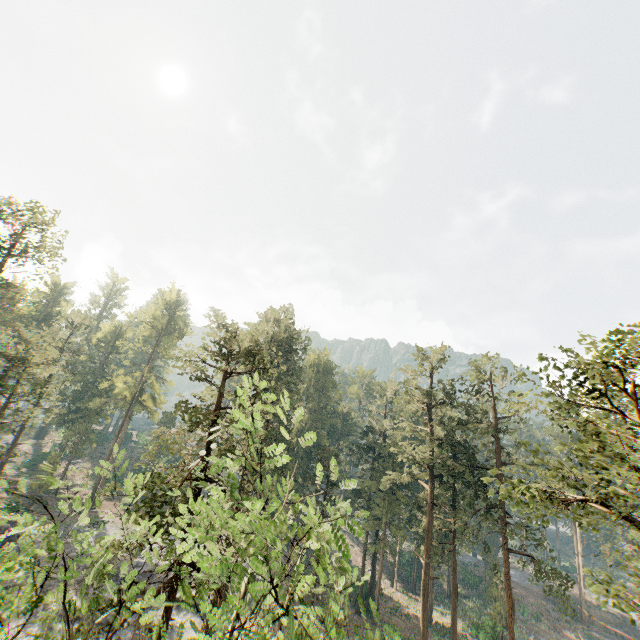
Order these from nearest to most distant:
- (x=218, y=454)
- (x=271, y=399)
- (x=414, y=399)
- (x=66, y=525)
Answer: (x=271, y=399)
(x=218, y=454)
(x=414, y=399)
(x=66, y=525)

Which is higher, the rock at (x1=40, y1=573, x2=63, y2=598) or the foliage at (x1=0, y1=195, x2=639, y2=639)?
the foliage at (x1=0, y1=195, x2=639, y2=639)

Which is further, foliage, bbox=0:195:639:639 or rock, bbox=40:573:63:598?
rock, bbox=40:573:63:598

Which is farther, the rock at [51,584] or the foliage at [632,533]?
the rock at [51,584]

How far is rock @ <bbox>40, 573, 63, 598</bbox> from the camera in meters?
27.8

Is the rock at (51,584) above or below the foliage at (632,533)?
below
